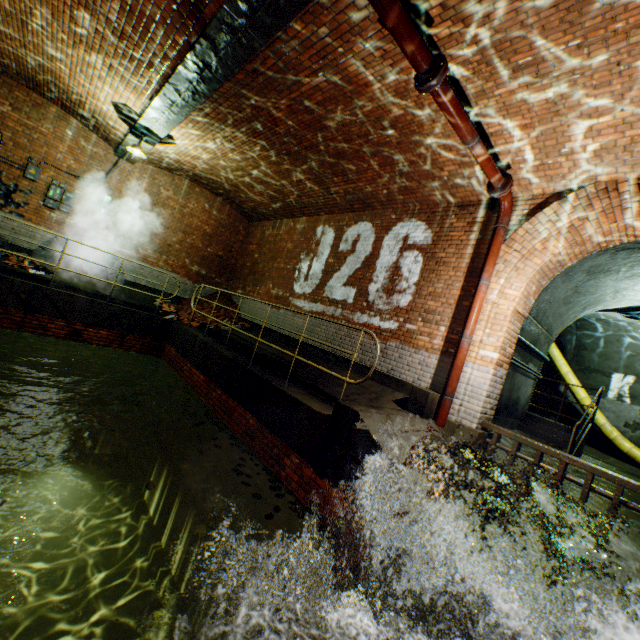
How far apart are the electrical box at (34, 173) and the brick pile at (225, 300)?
5.1m

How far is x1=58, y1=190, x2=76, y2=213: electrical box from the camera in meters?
9.3 m

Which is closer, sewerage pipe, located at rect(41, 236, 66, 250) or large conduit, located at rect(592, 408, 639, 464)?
sewerage pipe, located at rect(41, 236, 66, 250)

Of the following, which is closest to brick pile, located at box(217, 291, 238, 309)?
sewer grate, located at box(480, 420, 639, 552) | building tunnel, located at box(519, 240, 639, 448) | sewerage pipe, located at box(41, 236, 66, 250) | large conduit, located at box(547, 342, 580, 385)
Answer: sewerage pipe, located at box(41, 236, 66, 250)

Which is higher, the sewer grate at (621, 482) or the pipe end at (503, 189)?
the pipe end at (503, 189)

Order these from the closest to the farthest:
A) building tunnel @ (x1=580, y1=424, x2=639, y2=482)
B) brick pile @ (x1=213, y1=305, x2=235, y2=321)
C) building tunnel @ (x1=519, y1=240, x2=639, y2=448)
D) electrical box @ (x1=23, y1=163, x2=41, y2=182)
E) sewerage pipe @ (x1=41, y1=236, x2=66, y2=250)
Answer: building tunnel @ (x1=519, y1=240, x2=639, y2=448) → electrical box @ (x1=23, y1=163, x2=41, y2=182) → sewerage pipe @ (x1=41, y1=236, x2=66, y2=250) → building tunnel @ (x1=580, y1=424, x2=639, y2=482) → brick pile @ (x1=213, y1=305, x2=235, y2=321)

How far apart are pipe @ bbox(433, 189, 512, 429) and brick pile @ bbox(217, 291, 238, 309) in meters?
7.9 m

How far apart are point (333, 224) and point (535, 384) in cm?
1469
